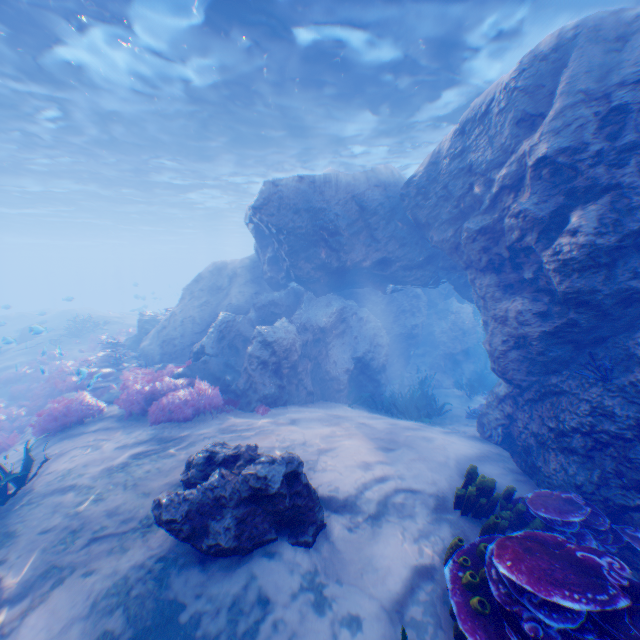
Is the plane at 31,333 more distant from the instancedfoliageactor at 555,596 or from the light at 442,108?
the instancedfoliageactor at 555,596

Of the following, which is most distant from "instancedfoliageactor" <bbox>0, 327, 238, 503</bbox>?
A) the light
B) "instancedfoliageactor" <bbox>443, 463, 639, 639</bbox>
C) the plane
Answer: "instancedfoliageactor" <bbox>443, 463, 639, 639</bbox>

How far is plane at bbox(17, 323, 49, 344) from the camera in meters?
12.0

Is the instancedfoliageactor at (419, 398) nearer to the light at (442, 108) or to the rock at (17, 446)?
the rock at (17, 446)

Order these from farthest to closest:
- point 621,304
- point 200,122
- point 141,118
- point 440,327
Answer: point 440,327 < point 200,122 < point 141,118 < point 621,304

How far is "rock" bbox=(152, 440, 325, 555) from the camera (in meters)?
3.87

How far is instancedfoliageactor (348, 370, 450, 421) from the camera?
10.27m

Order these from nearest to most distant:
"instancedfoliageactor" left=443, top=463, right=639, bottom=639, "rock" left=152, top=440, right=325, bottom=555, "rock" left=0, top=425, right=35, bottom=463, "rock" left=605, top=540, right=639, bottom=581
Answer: "instancedfoliageactor" left=443, top=463, right=639, bottom=639 < "rock" left=152, top=440, right=325, bottom=555 < "rock" left=605, top=540, right=639, bottom=581 < "rock" left=0, top=425, right=35, bottom=463
